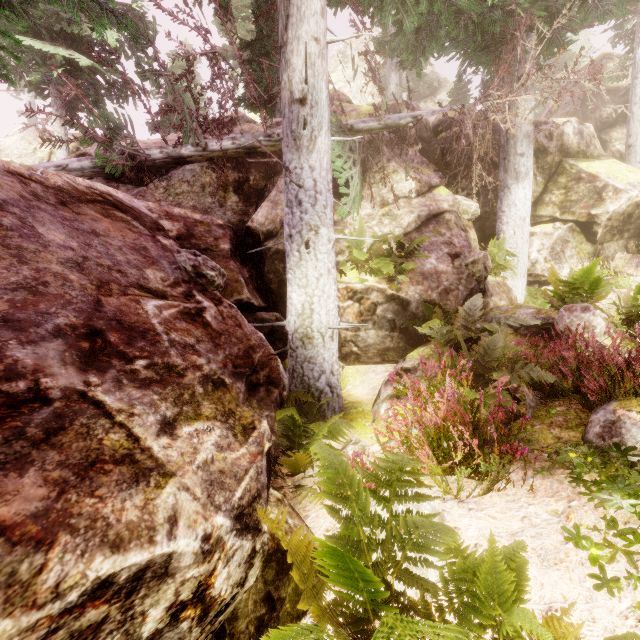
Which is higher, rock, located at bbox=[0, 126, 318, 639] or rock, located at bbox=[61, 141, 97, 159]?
rock, located at bbox=[61, 141, 97, 159]

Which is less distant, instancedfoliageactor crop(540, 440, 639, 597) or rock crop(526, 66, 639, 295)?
instancedfoliageactor crop(540, 440, 639, 597)

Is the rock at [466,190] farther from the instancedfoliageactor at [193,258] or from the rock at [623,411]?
the rock at [623,411]

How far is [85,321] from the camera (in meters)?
2.23

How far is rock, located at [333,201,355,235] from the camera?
8.2 meters

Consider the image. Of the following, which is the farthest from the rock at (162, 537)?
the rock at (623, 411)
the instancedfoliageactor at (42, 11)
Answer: the rock at (623, 411)
